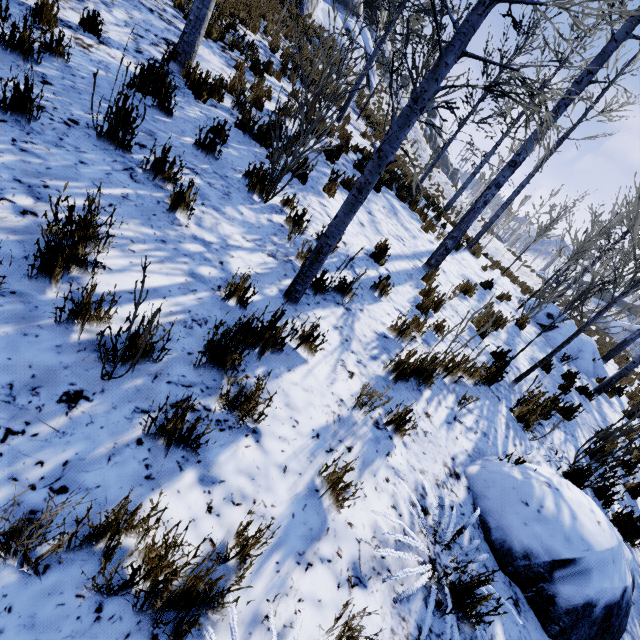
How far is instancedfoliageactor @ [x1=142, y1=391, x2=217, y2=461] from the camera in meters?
1.6 m

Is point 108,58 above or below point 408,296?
above

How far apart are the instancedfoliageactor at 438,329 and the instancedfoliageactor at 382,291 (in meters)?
0.56

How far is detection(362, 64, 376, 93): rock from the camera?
21.3m

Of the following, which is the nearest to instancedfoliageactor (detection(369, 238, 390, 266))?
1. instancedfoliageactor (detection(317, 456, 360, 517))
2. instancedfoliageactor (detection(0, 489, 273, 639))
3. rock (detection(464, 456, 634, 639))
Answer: rock (detection(464, 456, 634, 639))

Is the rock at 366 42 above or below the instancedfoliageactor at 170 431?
above

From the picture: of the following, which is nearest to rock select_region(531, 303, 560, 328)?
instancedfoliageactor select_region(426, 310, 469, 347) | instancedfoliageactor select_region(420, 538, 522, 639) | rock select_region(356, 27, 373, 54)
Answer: instancedfoliageactor select_region(426, 310, 469, 347)

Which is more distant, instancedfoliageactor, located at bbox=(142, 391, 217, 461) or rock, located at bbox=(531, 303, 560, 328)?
rock, located at bbox=(531, 303, 560, 328)
